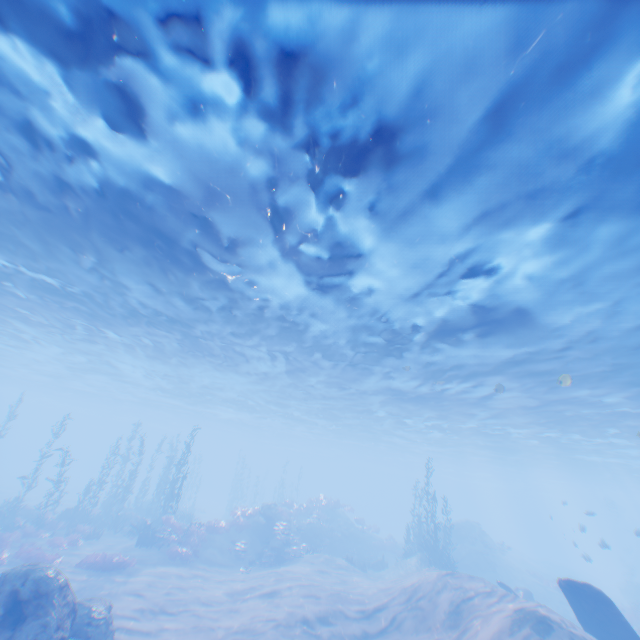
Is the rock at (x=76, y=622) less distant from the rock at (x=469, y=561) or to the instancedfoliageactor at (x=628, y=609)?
the rock at (x=469, y=561)

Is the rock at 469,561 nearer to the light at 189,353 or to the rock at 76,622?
the light at 189,353

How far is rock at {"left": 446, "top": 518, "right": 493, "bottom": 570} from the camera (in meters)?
28.89

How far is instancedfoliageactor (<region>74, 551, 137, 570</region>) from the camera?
16.3 meters

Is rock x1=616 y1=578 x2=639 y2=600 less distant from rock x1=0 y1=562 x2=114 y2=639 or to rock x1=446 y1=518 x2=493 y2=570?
rock x1=446 y1=518 x2=493 y2=570

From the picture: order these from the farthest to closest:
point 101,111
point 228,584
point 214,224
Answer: point 228,584, point 214,224, point 101,111

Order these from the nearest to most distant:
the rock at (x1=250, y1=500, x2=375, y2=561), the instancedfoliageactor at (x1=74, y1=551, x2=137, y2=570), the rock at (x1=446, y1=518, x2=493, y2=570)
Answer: the instancedfoliageactor at (x1=74, y1=551, x2=137, y2=570), the rock at (x1=250, y1=500, x2=375, y2=561), the rock at (x1=446, y1=518, x2=493, y2=570)

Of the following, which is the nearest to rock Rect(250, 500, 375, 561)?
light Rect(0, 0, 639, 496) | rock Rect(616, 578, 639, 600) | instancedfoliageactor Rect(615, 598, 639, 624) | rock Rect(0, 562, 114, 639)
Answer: light Rect(0, 0, 639, 496)
